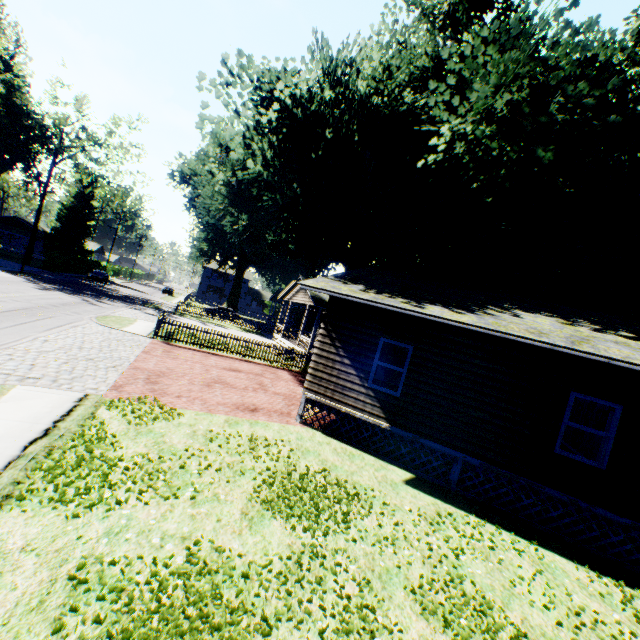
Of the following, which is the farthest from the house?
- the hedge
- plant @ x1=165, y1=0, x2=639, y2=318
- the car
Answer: the hedge

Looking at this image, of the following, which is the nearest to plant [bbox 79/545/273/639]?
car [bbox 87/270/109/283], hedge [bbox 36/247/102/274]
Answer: hedge [bbox 36/247/102/274]

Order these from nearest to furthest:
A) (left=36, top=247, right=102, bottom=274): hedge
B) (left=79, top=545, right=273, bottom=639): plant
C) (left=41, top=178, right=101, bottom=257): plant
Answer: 1. (left=79, top=545, right=273, bottom=639): plant
2. (left=36, top=247, right=102, bottom=274): hedge
3. (left=41, top=178, right=101, bottom=257): plant

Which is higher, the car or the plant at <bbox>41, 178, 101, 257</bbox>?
the plant at <bbox>41, 178, 101, 257</bbox>

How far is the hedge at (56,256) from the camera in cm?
4194

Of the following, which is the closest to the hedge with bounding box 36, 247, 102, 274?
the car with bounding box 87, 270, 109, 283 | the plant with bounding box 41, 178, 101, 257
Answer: the car with bounding box 87, 270, 109, 283

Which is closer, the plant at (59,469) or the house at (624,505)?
the plant at (59,469)

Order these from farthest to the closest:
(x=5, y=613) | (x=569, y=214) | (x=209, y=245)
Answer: (x=209, y=245) → (x=569, y=214) → (x=5, y=613)
